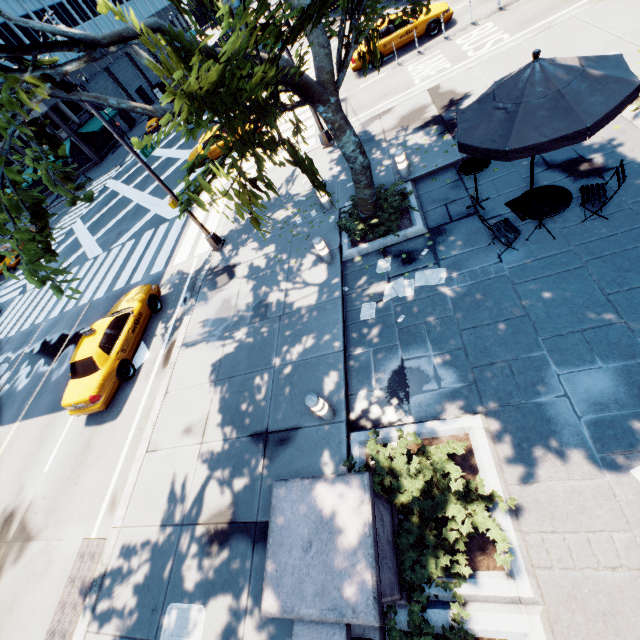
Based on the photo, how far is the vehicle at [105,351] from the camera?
9.95m

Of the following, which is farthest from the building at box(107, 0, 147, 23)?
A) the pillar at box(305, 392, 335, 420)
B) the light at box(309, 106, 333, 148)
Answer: the pillar at box(305, 392, 335, 420)

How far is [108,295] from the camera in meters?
16.1

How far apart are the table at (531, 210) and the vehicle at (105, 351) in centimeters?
1181cm

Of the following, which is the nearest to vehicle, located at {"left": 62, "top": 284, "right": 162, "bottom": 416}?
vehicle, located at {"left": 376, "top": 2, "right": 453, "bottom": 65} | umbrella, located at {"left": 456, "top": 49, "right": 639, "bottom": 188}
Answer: umbrella, located at {"left": 456, "top": 49, "right": 639, "bottom": 188}

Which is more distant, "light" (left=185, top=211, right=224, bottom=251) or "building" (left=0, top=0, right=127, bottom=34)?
"building" (left=0, top=0, right=127, bottom=34)

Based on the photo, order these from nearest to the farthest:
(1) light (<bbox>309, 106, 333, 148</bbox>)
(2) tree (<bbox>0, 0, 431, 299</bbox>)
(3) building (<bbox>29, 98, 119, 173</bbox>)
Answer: (2) tree (<bbox>0, 0, 431, 299</bbox>) < (1) light (<bbox>309, 106, 333, 148</bbox>) < (3) building (<bbox>29, 98, 119, 173</bbox>)

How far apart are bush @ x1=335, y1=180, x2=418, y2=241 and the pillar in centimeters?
513cm
